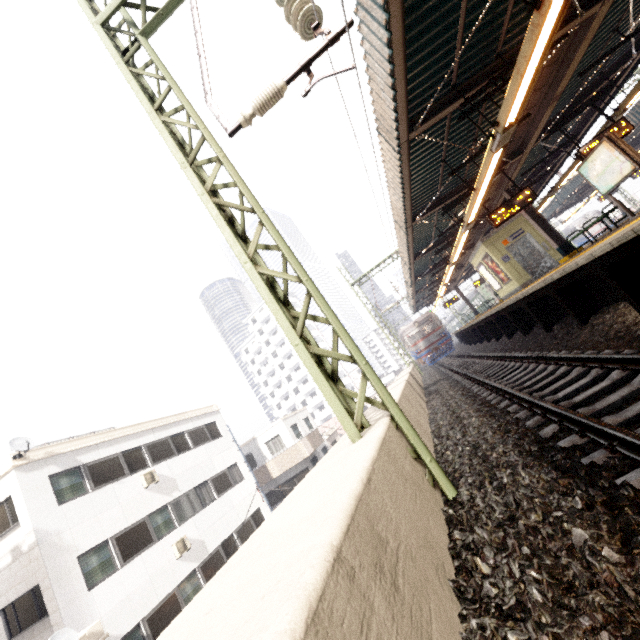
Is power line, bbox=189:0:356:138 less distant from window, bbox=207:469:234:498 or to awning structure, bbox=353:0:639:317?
awning structure, bbox=353:0:639:317

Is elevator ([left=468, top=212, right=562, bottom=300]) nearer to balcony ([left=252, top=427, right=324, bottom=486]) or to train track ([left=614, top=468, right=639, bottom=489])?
train track ([left=614, top=468, right=639, bottom=489])

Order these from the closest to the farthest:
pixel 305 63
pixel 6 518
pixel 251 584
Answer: pixel 251 584, pixel 305 63, pixel 6 518

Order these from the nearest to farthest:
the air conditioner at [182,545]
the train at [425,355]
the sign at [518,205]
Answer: the sign at [518,205] → the air conditioner at [182,545] → the train at [425,355]

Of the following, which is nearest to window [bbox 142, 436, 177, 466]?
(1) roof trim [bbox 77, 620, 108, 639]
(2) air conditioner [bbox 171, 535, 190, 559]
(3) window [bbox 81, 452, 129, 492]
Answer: (3) window [bbox 81, 452, 129, 492]

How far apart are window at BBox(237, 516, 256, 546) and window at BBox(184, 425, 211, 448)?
4.7 meters

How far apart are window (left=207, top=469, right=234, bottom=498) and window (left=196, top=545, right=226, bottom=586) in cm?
213

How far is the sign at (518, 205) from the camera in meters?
10.3 m
